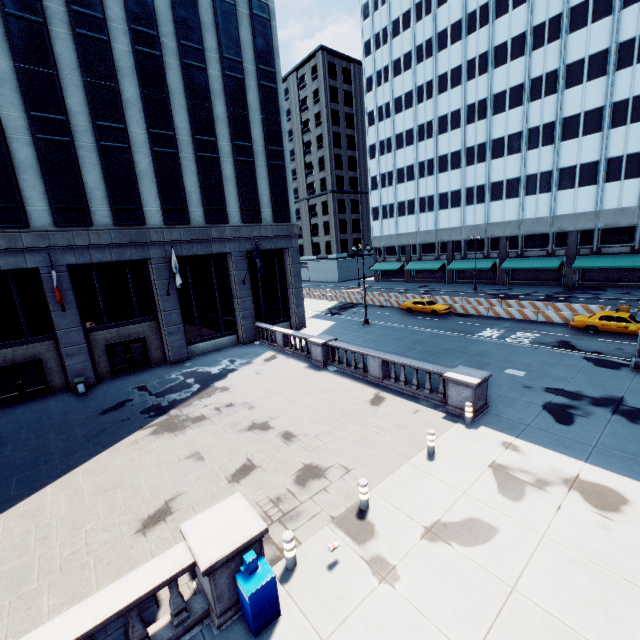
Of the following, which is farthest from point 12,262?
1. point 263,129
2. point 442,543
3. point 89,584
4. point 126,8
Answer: point 442,543

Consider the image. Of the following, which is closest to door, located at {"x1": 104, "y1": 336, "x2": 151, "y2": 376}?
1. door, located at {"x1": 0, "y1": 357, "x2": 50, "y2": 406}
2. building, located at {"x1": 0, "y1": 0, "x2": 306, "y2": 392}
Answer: building, located at {"x1": 0, "y1": 0, "x2": 306, "y2": 392}

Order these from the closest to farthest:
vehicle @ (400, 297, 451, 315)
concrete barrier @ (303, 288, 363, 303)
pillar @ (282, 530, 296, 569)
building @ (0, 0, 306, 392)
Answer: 1. pillar @ (282, 530, 296, 569)
2. building @ (0, 0, 306, 392)
3. vehicle @ (400, 297, 451, 315)
4. concrete barrier @ (303, 288, 363, 303)

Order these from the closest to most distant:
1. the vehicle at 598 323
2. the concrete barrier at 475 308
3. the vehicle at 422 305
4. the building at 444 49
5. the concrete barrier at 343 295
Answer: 1. the vehicle at 598 323
2. the concrete barrier at 475 308
3. the vehicle at 422 305
4. the building at 444 49
5. the concrete barrier at 343 295

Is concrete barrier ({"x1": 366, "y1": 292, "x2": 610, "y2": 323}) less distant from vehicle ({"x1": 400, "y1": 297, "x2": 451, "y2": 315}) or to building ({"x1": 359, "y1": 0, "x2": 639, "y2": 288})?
vehicle ({"x1": 400, "y1": 297, "x2": 451, "y2": 315})

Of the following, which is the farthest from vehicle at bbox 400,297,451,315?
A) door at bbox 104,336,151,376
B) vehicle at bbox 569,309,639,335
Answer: door at bbox 104,336,151,376

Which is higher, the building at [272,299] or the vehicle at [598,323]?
the building at [272,299]

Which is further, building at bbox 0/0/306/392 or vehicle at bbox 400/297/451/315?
vehicle at bbox 400/297/451/315
